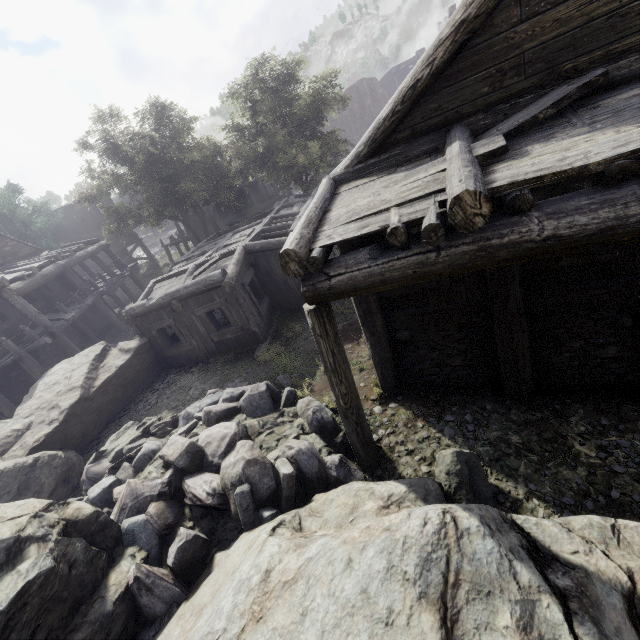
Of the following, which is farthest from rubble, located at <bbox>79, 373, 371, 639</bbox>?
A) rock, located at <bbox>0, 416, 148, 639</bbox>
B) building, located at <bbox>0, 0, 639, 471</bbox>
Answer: building, located at <bbox>0, 0, 639, 471</bbox>

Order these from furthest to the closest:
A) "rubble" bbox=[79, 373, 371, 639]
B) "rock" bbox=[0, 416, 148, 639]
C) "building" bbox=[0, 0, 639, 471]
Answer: "rubble" bbox=[79, 373, 371, 639] → "rock" bbox=[0, 416, 148, 639] → "building" bbox=[0, 0, 639, 471]

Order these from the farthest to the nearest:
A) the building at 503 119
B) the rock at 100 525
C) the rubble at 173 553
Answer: the rubble at 173 553 → the rock at 100 525 → the building at 503 119

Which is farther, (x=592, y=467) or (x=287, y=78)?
(x=287, y=78)

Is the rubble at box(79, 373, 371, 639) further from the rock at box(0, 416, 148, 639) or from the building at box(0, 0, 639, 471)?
the building at box(0, 0, 639, 471)

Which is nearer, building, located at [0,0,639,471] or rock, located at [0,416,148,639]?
building, located at [0,0,639,471]

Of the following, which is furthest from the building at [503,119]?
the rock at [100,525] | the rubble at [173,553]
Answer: the rubble at [173,553]
